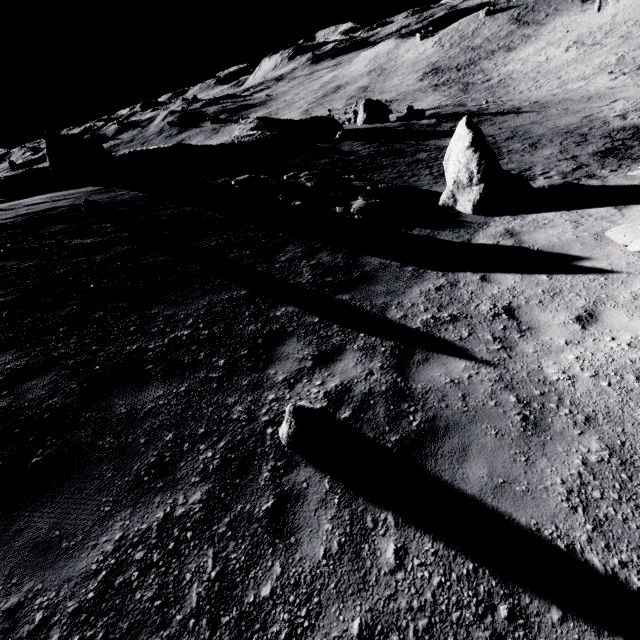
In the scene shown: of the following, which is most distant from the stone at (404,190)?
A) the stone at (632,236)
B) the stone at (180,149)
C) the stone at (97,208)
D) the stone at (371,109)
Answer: the stone at (371,109)

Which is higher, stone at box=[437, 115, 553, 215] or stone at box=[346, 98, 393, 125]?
stone at box=[437, 115, 553, 215]

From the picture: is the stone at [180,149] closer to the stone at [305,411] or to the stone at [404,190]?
the stone at [404,190]

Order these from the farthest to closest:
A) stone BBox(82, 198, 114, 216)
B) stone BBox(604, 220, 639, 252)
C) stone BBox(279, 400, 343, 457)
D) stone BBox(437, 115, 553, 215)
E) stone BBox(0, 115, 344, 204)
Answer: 1. stone BBox(0, 115, 344, 204)
2. stone BBox(437, 115, 553, 215)
3. stone BBox(82, 198, 114, 216)
4. stone BBox(604, 220, 639, 252)
5. stone BBox(279, 400, 343, 457)

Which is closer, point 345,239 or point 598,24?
point 345,239

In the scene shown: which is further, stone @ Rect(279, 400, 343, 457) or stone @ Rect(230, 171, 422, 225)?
stone @ Rect(230, 171, 422, 225)

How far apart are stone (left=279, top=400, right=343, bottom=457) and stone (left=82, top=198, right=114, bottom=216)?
9.6 meters

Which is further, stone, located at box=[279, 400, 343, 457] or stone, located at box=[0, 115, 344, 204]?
stone, located at box=[0, 115, 344, 204]
